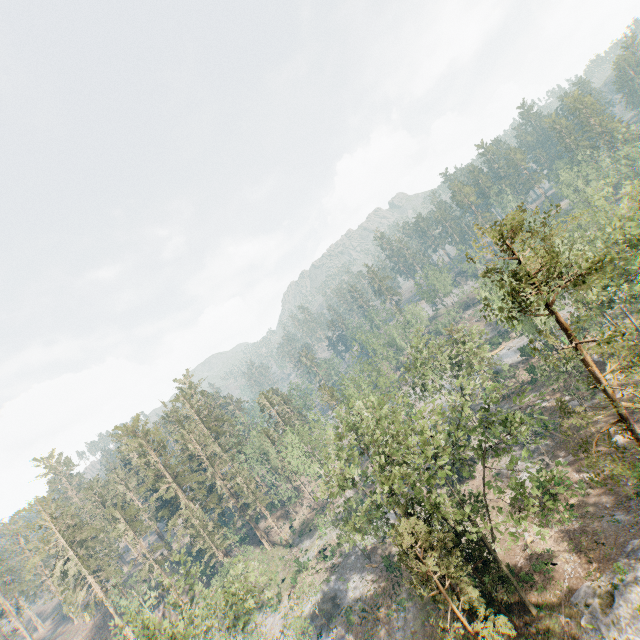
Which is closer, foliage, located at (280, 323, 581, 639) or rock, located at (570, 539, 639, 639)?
rock, located at (570, 539, 639, 639)

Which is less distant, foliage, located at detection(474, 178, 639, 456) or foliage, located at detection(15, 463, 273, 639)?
foliage, located at detection(474, 178, 639, 456)

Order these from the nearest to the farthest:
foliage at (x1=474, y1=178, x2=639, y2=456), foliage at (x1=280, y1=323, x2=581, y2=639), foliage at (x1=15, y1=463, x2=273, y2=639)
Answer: foliage at (x1=474, y1=178, x2=639, y2=456), foliage at (x1=280, y1=323, x2=581, y2=639), foliage at (x1=15, y1=463, x2=273, y2=639)

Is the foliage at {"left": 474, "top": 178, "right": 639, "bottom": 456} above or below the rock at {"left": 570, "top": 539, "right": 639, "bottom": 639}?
above

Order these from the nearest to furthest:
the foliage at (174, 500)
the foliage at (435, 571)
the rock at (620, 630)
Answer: the rock at (620, 630) < the foliage at (435, 571) < the foliage at (174, 500)

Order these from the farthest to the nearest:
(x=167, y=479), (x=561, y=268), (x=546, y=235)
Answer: (x=167, y=479) < (x=546, y=235) < (x=561, y=268)

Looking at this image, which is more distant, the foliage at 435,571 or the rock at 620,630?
the foliage at 435,571
